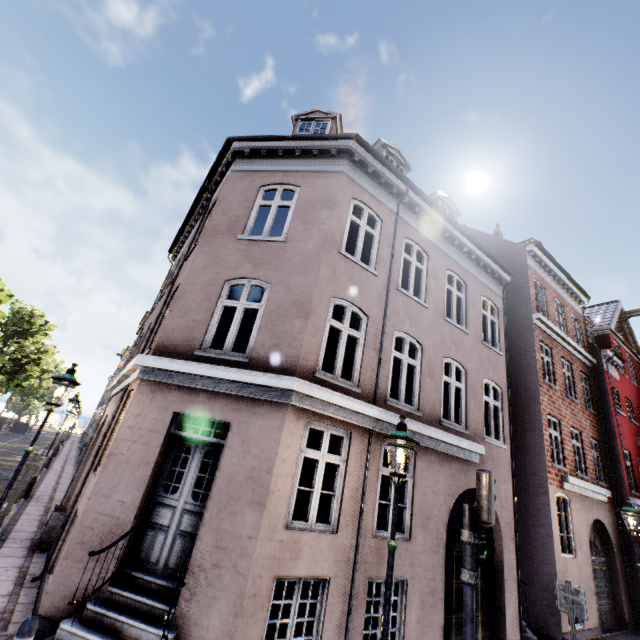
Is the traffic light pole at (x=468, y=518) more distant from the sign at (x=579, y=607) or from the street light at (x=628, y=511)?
the street light at (x=628, y=511)

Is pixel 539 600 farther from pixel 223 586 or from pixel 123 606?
pixel 123 606

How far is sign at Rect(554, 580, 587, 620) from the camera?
6.2m

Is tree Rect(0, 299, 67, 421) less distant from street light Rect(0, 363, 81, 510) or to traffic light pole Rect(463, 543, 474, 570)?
street light Rect(0, 363, 81, 510)

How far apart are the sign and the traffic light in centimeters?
354cm

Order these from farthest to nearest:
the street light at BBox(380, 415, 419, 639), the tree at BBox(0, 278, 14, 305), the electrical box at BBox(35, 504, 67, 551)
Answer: the tree at BBox(0, 278, 14, 305)
the electrical box at BBox(35, 504, 67, 551)
the street light at BBox(380, 415, 419, 639)

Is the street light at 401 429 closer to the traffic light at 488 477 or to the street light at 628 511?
the traffic light at 488 477

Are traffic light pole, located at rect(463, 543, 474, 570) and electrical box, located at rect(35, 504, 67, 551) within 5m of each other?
no
